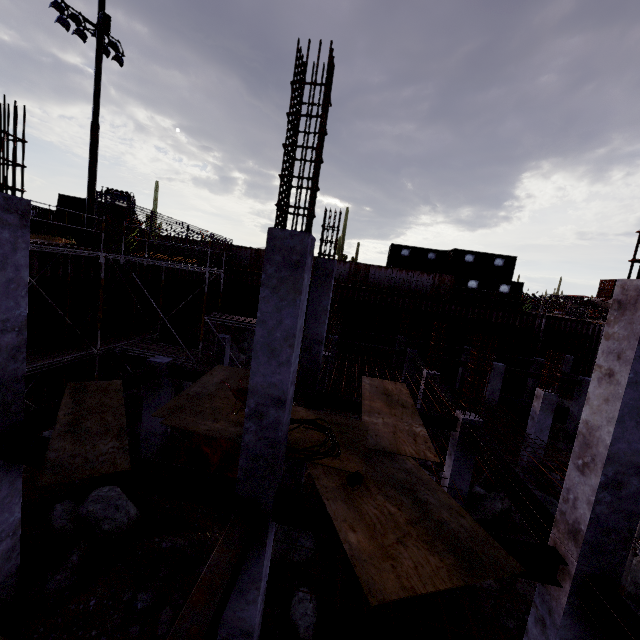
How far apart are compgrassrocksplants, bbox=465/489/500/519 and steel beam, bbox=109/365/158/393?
10.42m

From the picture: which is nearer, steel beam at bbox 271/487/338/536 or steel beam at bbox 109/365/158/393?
steel beam at bbox 271/487/338/536

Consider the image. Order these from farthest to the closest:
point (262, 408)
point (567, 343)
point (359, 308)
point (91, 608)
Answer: point (567, 343), point (359, 308), point (91, 608), point (262, 408)

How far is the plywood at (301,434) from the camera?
6.67m

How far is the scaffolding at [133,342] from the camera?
11.4m

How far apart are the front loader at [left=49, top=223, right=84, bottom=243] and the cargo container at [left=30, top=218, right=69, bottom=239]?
7.93m

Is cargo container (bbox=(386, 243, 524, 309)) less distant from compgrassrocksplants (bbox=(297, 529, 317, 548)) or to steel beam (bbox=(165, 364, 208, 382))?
steel beam (bbox=(165, 364, 208, 382))

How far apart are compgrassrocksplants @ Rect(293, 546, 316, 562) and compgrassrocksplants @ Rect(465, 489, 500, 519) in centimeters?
458cm
